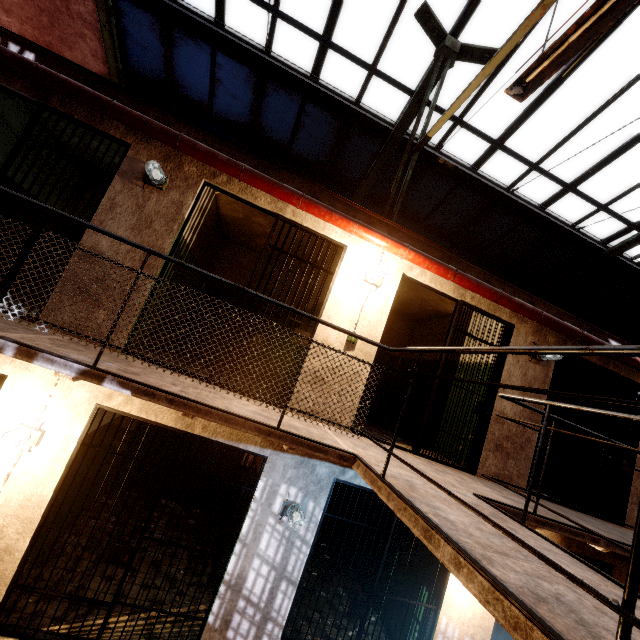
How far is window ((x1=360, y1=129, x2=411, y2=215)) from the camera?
7.1m

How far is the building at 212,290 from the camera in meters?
5.0 m

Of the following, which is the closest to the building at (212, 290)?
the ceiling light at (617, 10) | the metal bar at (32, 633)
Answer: the metal bar at (32, 633)

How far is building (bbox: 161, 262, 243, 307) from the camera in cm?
503

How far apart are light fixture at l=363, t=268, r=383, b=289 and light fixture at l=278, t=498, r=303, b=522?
2.99m

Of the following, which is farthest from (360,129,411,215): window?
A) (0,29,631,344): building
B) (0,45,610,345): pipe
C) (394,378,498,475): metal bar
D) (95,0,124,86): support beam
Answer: (394,378,498,475): metal bar

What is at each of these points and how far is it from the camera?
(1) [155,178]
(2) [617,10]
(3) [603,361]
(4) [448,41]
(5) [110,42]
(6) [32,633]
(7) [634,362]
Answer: (1) light fixture, 3.91m
(2) ceiling light, 2.09m
(3) building, 5.48m
(4) support beam, 5.26m
(5) support beam, 6.40m
(6) metal bar, 3.34m
(7) pipe, 5.27m

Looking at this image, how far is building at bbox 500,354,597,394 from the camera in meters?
5.0
